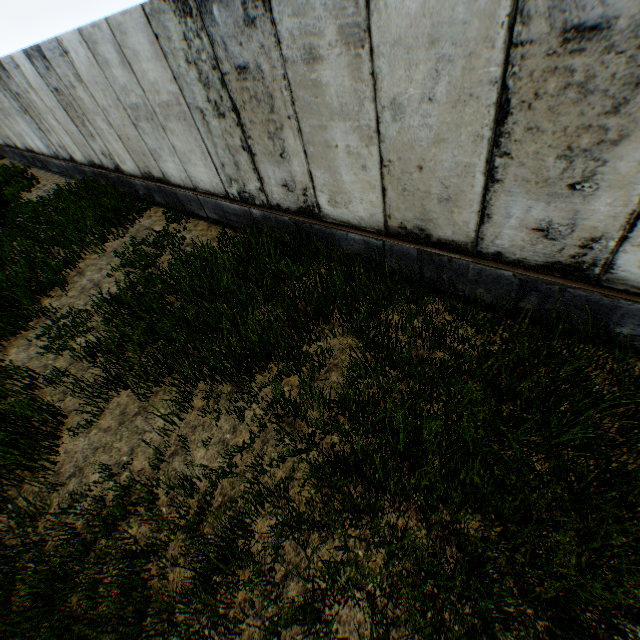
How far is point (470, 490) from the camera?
2.9 meters
